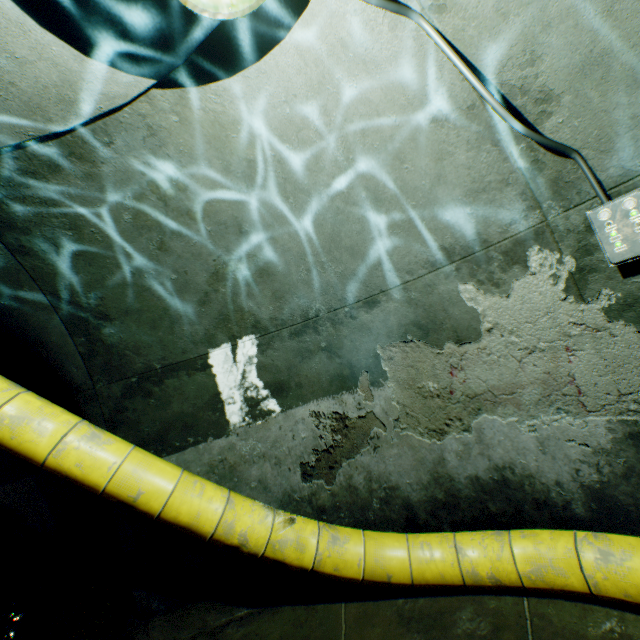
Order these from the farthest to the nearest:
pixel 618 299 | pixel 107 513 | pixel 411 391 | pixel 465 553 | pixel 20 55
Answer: pixel 107 513 < pixel 411 391 < pixel 465 553 < pixel 618 299 < pixel 20 55

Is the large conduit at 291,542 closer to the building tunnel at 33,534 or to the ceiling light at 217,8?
the building tunnel at 33,534

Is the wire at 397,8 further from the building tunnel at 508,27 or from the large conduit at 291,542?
the large conduit at 291,542

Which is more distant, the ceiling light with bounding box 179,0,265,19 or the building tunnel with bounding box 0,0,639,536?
the building tunnel with bounding box 0,0,639,536

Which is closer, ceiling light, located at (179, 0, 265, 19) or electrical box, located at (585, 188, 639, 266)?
ceiling light, located at (179, 0, 265, 19)

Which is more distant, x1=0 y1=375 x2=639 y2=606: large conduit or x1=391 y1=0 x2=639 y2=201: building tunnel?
x1=0 y1=375 x2=639 y2=606: large conduit

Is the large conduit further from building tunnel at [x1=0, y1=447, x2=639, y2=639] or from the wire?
the wire

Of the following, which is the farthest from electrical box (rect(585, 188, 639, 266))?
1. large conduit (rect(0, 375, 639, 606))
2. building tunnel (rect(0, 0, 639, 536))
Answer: large conduit (rect(0, 375, 639, 606))
